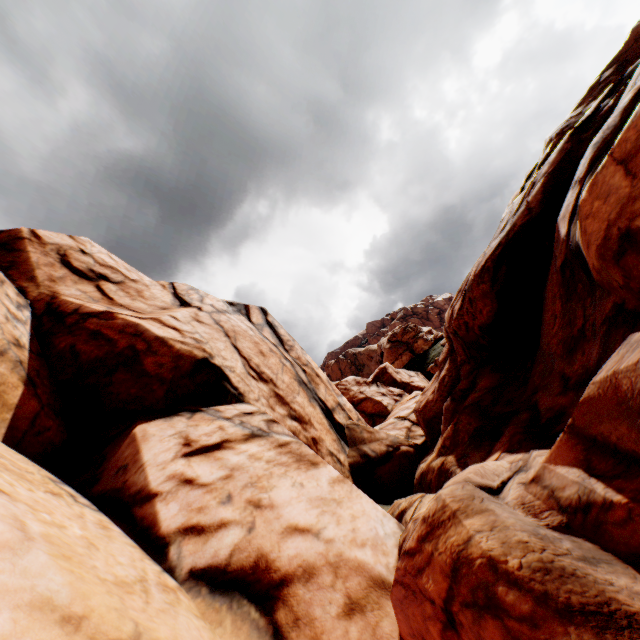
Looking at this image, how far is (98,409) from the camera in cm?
952
